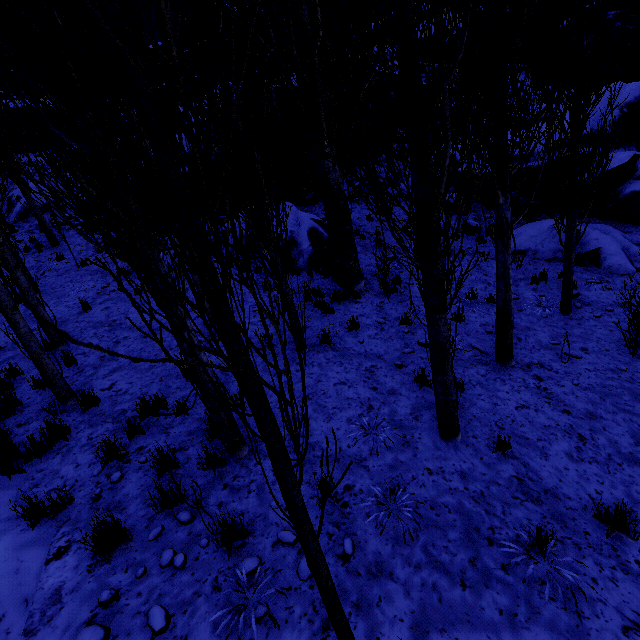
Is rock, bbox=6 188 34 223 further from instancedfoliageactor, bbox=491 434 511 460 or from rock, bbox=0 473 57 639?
rock, bbox=0 473 57 639

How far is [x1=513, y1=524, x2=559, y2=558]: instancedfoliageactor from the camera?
3.2m

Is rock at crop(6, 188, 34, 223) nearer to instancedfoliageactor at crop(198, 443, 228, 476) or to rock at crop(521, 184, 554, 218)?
rock at crop(521, 184, 554, 218)

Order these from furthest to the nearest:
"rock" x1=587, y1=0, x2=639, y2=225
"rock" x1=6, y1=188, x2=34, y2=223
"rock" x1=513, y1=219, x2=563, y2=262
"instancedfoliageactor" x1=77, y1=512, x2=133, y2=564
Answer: "rock" x1=6, y1=188, x2=34, y2=223 → "rock" x1=587, y1=0, x2=639, y2=225 → "rock" x1=513, y1=219, x2=563, y2=262 → "instancedfoliageactor" x1=77, y1=512, x2=133, y2=564

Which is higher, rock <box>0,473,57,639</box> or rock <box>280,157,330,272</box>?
rock <box>280,157,330,272</box>

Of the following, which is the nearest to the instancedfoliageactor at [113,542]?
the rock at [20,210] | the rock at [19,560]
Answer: the rock at [19,560]

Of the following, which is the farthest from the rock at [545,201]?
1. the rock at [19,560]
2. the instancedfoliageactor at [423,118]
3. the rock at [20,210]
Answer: the rock at [19,560]

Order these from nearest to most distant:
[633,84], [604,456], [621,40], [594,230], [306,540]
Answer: [306,540] → [604,456] → [594,230] → [633,84] → [621,40]
